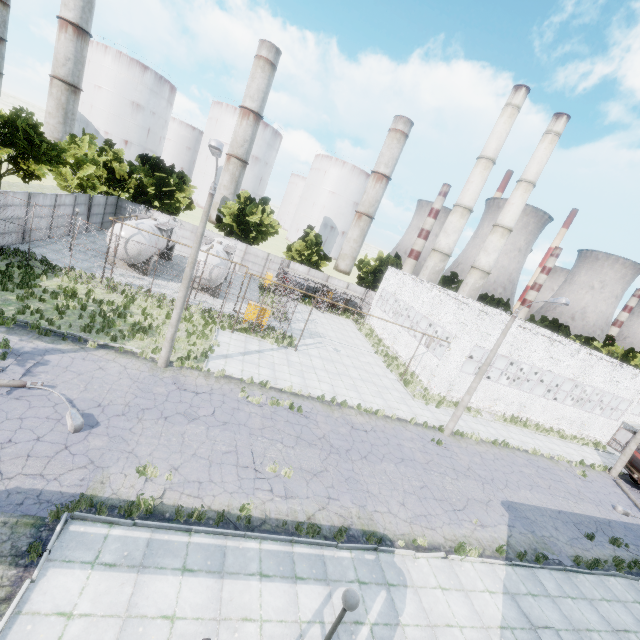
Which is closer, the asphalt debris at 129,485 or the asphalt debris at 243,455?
the asphalt debris at 129,485

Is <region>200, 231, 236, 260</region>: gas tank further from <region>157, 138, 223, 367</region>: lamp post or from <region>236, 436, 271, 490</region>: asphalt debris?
<region>236, 436, 271, 490</region>: asphalt debris

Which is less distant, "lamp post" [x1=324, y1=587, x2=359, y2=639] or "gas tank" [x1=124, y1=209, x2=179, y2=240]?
"lamp post" [x1=324, y1=587, x2=359, y2=639]

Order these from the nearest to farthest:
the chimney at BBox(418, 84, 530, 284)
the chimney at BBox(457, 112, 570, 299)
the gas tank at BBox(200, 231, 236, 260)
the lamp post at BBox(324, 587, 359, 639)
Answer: the lamp post at BBox(324, 587, 359, 639), the gas tank at BBox(200, 231, 236, 260), the chimney at BBox(418, 84, 530, 284), the chimney at BBox(457, 112, 570, 299)

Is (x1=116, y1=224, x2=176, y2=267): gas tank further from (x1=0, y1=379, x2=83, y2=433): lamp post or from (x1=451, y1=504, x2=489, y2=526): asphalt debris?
(x1=451, y1=504, x2=489, y2=526): asphalt debris

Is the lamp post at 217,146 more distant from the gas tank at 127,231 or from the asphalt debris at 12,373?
the gas tank at 127,231

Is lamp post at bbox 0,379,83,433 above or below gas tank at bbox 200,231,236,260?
below

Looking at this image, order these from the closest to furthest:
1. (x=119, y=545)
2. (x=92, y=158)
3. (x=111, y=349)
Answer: (x=119, y=545) < (x=111, y=349) < (x=92, y=158)
